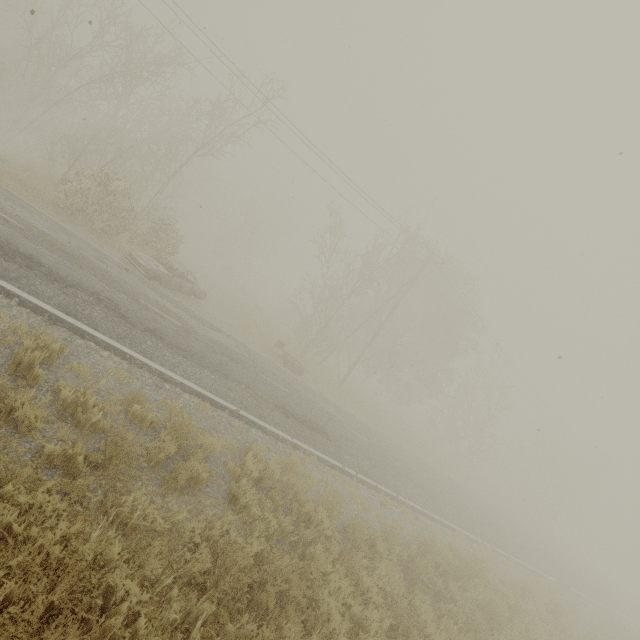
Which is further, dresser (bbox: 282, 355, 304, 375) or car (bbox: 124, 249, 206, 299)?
dresser (bbox: 282, 355, 304, 375)

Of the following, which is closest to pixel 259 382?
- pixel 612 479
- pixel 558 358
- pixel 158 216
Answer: pixel 558 358

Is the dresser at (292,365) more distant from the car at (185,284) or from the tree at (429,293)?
the car at (185,284)

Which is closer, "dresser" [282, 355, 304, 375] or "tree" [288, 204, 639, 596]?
"dresser" [282, 355, 304, 375]

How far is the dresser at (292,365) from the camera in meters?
18.2 m

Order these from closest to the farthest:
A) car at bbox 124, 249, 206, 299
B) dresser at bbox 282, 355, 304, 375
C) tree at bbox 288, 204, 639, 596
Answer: car at bbox 124, 249, 206, 299, dresser at bbox 282, 355, 304, 375, tree at bbox 288, 204, 639, 596

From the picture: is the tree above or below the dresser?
above

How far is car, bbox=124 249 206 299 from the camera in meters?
14.0
